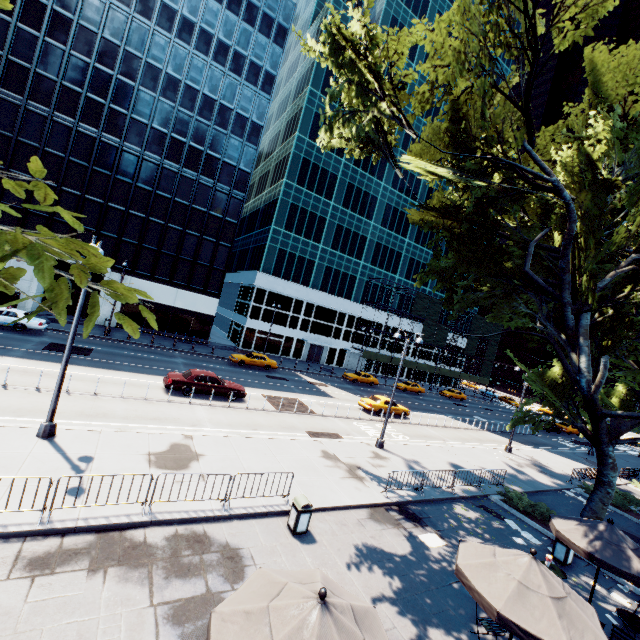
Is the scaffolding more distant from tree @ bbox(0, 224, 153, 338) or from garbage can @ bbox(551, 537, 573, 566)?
garbage can @ bbox(551, 537, 573, 566)

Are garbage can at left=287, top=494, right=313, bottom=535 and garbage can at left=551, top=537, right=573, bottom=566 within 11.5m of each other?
yes

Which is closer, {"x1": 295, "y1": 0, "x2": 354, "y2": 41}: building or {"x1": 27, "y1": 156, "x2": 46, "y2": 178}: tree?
{"x1": 27, "y1": 156, "x2": 46, "y2": 178}: tree

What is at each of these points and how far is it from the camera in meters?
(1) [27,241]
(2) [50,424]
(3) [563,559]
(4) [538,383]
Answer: (1) tree, 1.8
(2) light, 11.6
(3) garbage can, 12.4
(4) tree, 18.1

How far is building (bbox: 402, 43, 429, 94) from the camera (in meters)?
51.81

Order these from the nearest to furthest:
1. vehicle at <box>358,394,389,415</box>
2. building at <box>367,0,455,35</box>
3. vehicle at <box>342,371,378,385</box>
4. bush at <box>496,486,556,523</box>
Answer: bush at <box>496,486,556,523</box>
vehicle at <box>358,394,389,415</box>
vehicle at <box>342,371,378,385</box>
building at <box>367,0,455,35</box>

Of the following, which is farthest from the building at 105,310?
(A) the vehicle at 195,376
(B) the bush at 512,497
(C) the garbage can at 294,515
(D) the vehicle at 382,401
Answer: (B) the bush at 512,497

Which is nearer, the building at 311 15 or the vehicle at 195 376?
the vehicle at 195 376
